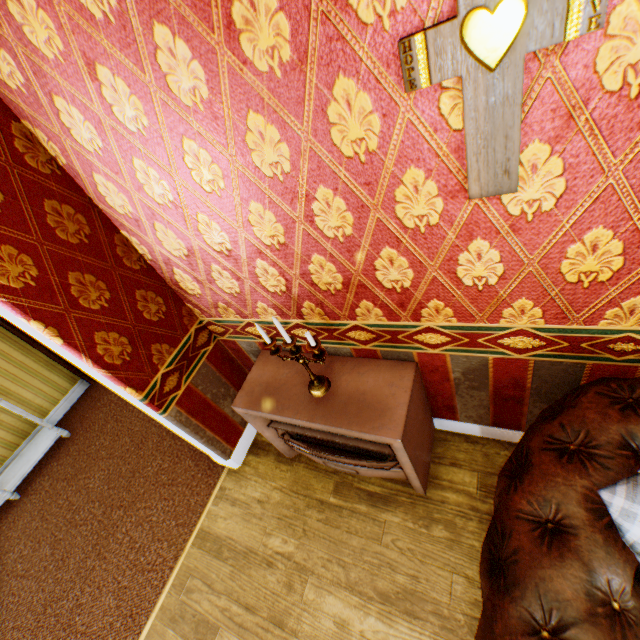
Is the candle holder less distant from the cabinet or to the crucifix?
the crucifix

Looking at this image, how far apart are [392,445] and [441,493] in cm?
83

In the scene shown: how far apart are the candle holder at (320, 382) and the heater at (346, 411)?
0.01m

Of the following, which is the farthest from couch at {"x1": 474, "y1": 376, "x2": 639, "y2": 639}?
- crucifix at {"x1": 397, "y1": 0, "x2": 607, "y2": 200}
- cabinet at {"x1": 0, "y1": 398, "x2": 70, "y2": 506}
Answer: cabinet at {"x1": 0, "y1": 398, "x2": 70, "y2": 506}

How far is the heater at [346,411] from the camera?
1.81m

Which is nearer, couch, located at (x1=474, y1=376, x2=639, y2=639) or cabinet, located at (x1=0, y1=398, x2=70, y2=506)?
couch, located at (x1=474, y1=376, x2=639, y2=639)

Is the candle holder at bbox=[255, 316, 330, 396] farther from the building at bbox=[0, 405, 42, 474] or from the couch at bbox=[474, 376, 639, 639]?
the couch at bbox=[474, 376, 639, 639]

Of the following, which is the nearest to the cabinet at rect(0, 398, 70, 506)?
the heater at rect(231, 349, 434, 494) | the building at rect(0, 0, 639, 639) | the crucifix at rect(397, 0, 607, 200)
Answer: the building at rect(0, 0, 639, 639)
